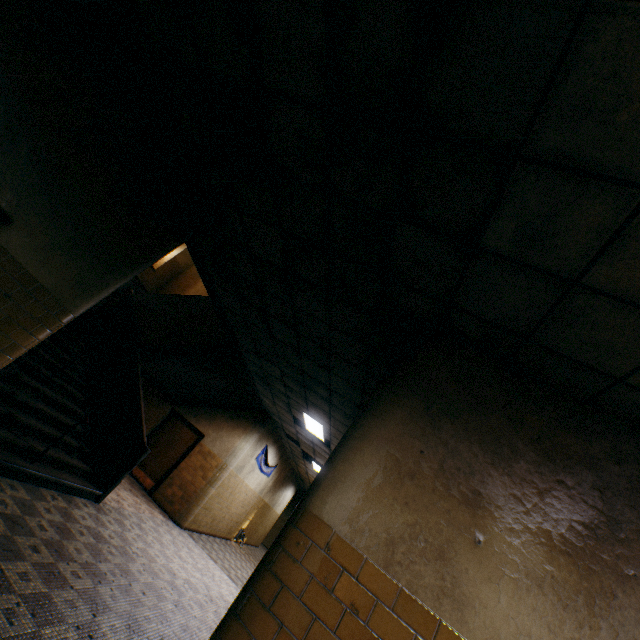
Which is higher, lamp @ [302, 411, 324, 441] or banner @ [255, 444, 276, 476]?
lamp @ [302, 411, 324, 441]

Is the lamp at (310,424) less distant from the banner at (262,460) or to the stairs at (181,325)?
the stairs at (181,325)

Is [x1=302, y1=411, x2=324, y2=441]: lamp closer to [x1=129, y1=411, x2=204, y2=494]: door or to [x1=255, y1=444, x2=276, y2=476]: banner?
[x1=255, y1=444, x2=276, y2=476]: banner

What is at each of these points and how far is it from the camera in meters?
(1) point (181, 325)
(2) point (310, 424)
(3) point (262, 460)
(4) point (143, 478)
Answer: (1) stairs, 8.7 m
(2) lamp, 8.7 m
(3) banner, 12.1 m
(4) door, 10.0 m

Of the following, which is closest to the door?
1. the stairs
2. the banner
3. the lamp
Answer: the stairs

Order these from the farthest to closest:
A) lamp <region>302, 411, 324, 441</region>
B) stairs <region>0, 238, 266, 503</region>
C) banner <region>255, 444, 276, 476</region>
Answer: banner <region>255, 444, 276, 476</region> < lamp <region>302, 411, 324, 441</region> < stairs <region>0, 238, 266, 503</region>

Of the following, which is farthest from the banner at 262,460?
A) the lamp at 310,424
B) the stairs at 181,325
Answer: the lamp at 310,424

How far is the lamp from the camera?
8.23m
